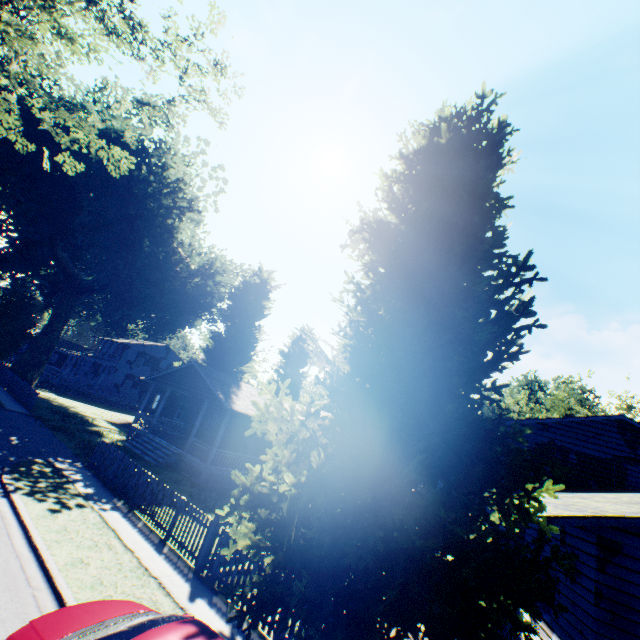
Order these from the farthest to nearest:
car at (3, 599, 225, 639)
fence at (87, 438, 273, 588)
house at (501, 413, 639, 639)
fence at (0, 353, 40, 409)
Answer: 1. fence at (0, 353, 40, 409)
2. fence at (87, 438, 273, 588)
3. house at (501, 413, 639, 639)
4. car at (3, 599, 225, 639)

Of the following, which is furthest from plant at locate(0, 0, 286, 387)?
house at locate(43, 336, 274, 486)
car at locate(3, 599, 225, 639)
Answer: car at locate(3, 599, 225, 639)

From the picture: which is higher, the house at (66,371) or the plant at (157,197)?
the plant at (157,197)

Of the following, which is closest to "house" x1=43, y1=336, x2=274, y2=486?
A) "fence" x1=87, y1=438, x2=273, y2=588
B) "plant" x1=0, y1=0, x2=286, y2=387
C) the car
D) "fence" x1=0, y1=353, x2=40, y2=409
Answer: "plant" x1=0, y1=0, x2=286, y2=387

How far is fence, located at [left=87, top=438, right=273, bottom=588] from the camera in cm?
855

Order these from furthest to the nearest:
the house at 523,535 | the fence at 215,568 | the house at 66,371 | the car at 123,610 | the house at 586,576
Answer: the house at 66,371 → the house at 523,535 → the fence at 215,568 → the house at 586,576 → the car at 123,610

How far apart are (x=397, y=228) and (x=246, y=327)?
30.0m

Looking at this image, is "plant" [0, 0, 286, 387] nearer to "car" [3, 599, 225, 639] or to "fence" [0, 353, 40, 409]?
"fence" [0, 353, 40, 409]
